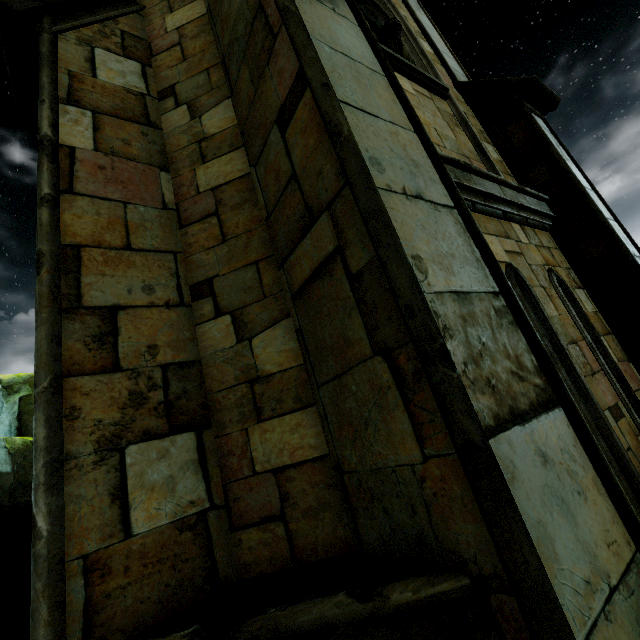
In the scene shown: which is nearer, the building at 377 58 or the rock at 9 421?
the building at 377 58

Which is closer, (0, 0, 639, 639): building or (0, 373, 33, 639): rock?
(0, 0, 639, 639): building

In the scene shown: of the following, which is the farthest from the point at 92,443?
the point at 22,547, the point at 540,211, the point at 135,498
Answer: the point at 22,547
